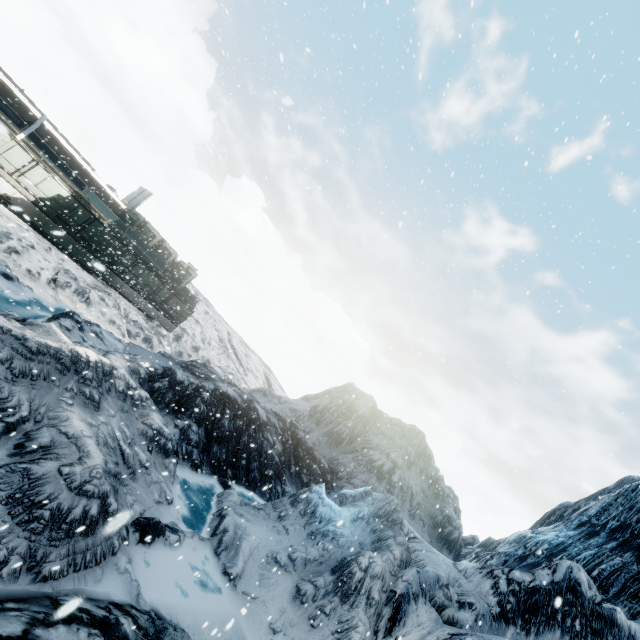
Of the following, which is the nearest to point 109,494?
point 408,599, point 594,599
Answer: point 408,599
